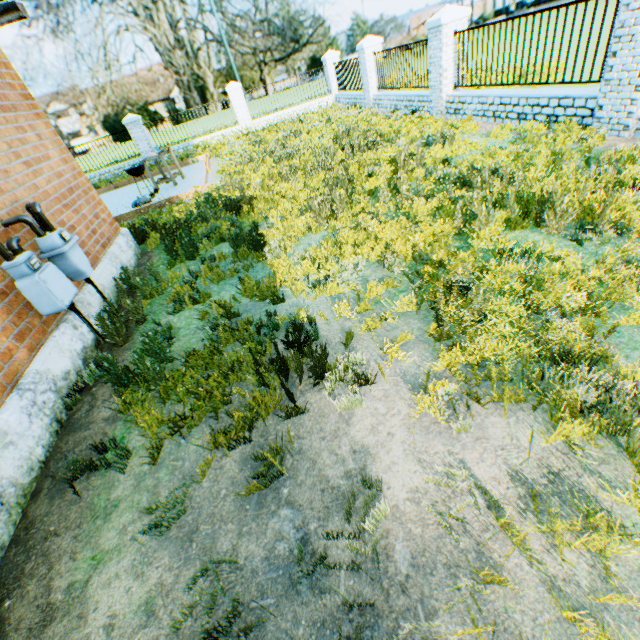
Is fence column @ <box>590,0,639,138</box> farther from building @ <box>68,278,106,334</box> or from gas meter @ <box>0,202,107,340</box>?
gas meter @ <box>0,202,107,340</box>

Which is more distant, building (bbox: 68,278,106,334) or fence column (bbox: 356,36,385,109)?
fence column (bbox: 356,36,385,109)

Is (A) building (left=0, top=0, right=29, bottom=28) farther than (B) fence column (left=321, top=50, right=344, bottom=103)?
No

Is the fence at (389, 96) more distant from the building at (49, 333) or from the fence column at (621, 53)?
the building at (49, 333)

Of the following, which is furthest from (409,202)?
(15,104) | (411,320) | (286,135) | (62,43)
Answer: (62,43)

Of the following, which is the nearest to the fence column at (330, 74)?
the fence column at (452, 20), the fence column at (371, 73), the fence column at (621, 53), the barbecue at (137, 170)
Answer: the fence column at (371, 73)

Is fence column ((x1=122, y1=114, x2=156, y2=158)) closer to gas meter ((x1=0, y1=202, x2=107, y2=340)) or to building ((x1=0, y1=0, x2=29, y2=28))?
building ((x1=0, y1=0, x2=29, y2=28))

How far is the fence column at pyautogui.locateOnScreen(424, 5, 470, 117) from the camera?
8.5m
